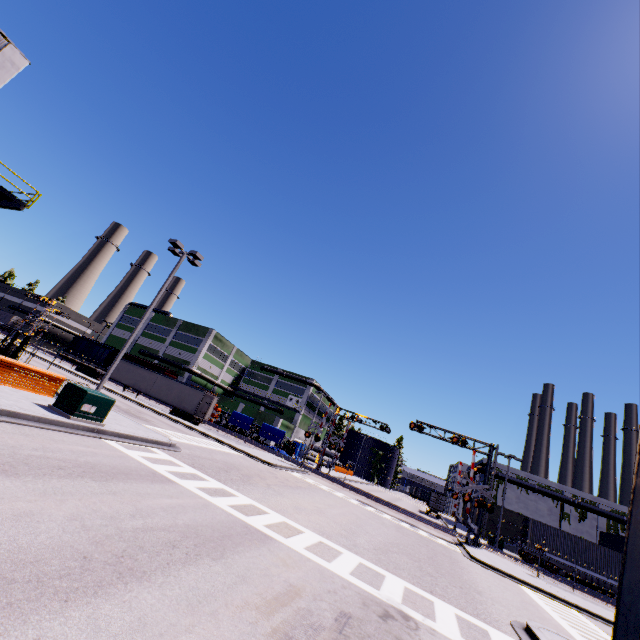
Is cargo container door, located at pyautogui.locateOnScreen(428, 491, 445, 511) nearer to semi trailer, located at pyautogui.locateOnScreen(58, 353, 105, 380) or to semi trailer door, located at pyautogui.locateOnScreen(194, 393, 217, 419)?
semi trailer, located at pyautogui.locateOnScreen(58, 353, 105, 380)

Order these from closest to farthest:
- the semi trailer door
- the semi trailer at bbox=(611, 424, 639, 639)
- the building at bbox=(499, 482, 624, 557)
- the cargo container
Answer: the semi trailer at bbox=(611, 424, 639, 639) < the cargo container < the semi trailer door < the building at bbox=(499, 482, 624, 557)

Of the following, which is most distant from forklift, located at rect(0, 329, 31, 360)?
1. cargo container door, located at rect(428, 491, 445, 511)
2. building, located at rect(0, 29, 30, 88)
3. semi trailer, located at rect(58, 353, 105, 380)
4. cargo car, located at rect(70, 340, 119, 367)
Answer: cargo container door, located at rect(428, 491, 445, 511)

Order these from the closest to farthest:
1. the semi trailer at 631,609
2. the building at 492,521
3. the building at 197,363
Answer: the semi trailer at 631,609, the building at 492,521, the building at 197,363

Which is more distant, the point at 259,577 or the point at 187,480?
the point at 187,480

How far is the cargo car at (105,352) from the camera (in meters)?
57.05

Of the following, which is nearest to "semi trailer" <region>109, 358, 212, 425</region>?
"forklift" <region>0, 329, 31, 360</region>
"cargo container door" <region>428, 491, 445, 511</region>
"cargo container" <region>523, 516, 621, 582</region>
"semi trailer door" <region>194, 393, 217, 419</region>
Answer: "semi trailer door" <region>194, 393, 217, 419</region>

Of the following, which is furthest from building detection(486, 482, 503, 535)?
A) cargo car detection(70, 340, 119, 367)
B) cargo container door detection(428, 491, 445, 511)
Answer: cargo container door detection(428, 491, 445, 511)
